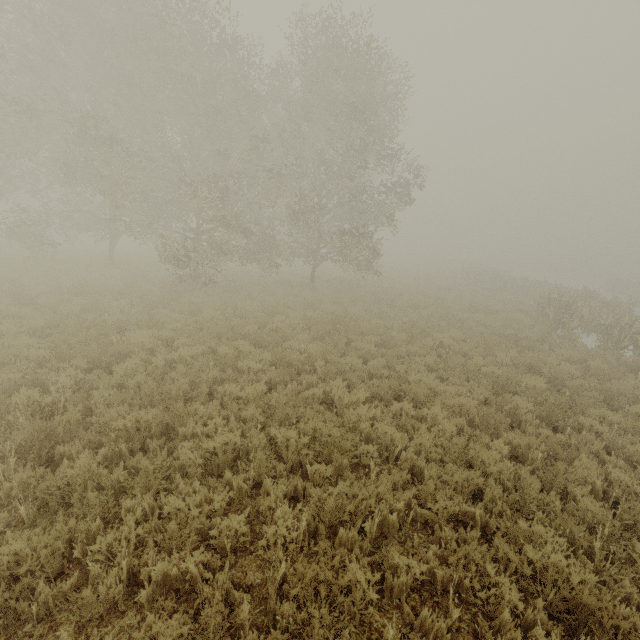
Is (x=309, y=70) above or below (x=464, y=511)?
above
